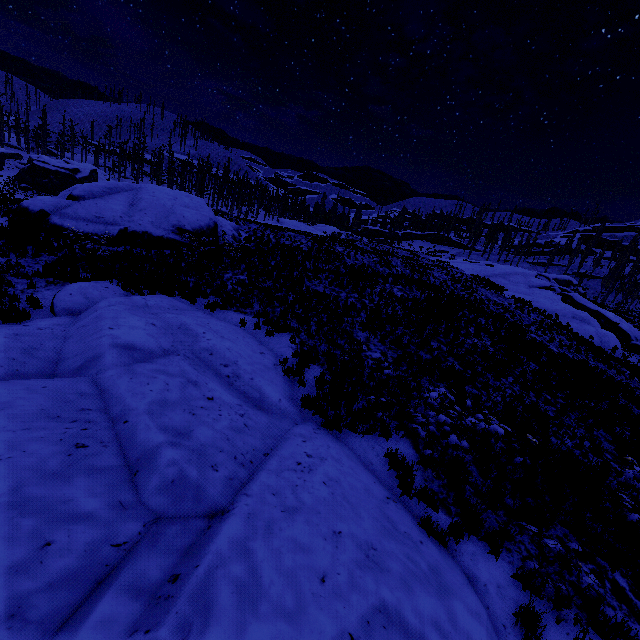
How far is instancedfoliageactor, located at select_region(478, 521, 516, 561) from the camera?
5.47m

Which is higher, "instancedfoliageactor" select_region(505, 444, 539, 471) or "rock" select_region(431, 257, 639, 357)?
"rock" select_region(431, 257, 639, 357)

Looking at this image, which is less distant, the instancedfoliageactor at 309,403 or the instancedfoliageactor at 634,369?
the instancedfoliageactor at 309,403

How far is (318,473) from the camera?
5.6m

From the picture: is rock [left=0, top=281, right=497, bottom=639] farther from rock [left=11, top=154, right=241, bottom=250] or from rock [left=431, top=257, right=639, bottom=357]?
Result: rock [left=11, top=154, right=241, bottom=250]

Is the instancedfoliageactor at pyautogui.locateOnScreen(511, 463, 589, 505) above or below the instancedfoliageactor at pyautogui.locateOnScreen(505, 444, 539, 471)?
→ below

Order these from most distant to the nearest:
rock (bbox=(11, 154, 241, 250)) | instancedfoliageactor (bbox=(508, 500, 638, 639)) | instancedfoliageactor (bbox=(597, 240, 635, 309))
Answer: instancedfoliageactor (bbox=(597, 240, 635, 309)) → rock (bbox=(11, 154, 241, 250)) → instancedfoliageactor (bbox=(508, 500, 638, 639))

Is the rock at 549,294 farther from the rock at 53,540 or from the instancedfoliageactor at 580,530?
the rock at 53,540
